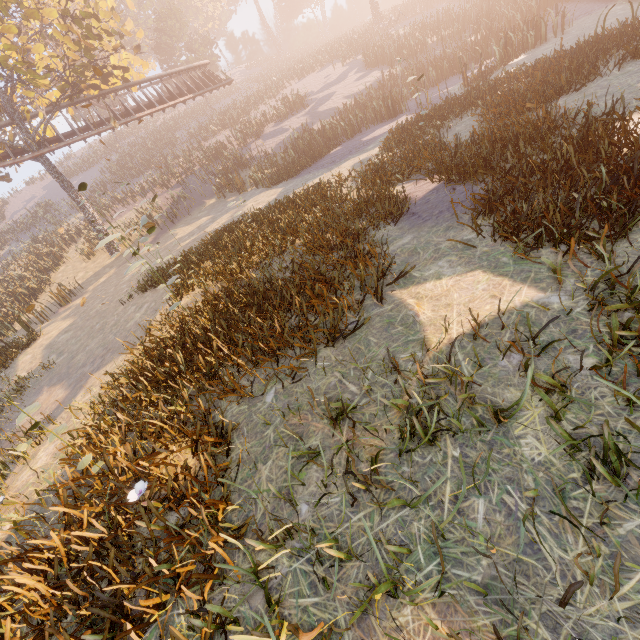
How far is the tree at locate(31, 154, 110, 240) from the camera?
18.78m

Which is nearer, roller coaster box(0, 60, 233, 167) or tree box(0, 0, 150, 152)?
tree box(0, 0, 150, 152)

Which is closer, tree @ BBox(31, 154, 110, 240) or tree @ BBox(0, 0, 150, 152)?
tree @ BBox(0, 0, 150, 152)

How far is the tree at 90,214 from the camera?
18.78m

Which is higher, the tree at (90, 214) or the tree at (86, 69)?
the tree at (86, 69)

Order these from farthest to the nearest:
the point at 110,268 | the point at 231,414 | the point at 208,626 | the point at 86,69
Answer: the point at 110,268 < the point at 86,69 < the point at 231,414 < the point at 208,626

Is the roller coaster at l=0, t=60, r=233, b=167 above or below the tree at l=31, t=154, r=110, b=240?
above
